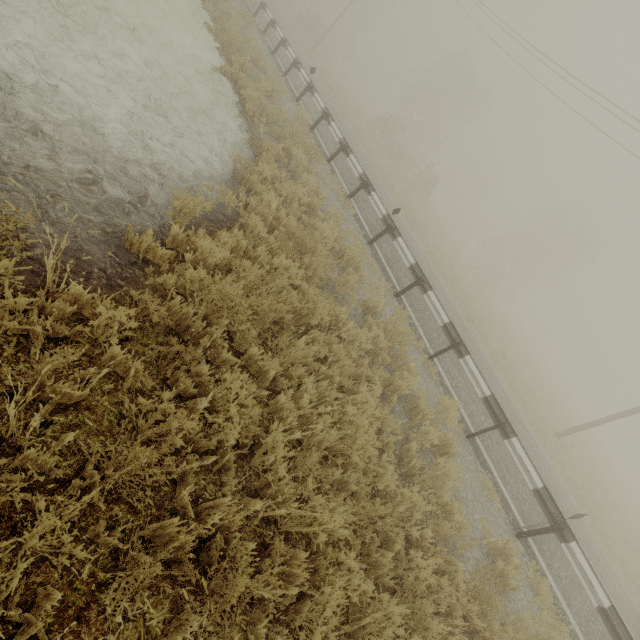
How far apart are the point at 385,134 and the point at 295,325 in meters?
33.9
